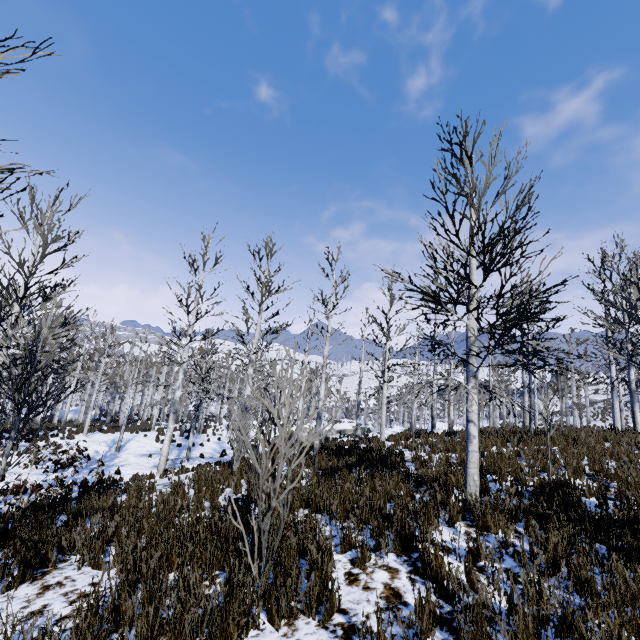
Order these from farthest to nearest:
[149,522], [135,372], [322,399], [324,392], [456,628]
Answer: [324,392] → [135,372] → [322,399] → [149,522] → [456,628]
